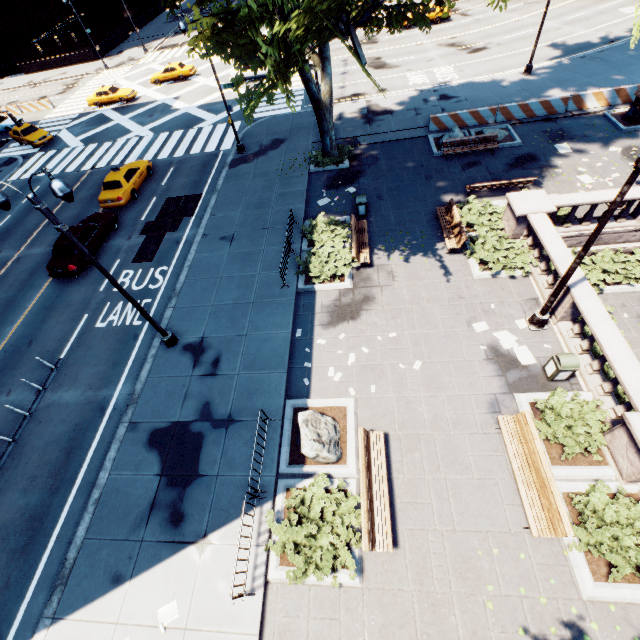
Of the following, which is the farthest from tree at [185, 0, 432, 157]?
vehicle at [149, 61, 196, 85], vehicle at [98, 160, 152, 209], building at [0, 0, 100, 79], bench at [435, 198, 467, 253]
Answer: building at [0, 0, 100, 79]

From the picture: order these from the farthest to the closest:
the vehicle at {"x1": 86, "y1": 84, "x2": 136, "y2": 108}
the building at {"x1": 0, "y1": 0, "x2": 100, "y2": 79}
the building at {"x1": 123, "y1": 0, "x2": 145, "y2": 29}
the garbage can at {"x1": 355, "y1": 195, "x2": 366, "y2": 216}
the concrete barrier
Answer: the building at {"x1": 123, "y1": 0, "x2": 145, "y2": 29} → the building at {"x1": 0, "y1": 0, "x2": 100, "y2": 79} → the vehicle at {"x1": 86, "y1": 84, "x2": 136, "y2": 108} → the concrete barrier → the garbage can at {"x1": 355, "y1": 195, "x2": 366, "y2": 216}

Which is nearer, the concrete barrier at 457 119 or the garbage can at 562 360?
the garbage can at 562 360

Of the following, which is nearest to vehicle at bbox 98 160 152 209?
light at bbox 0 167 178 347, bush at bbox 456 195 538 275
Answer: light at bbox 0 167 178 347

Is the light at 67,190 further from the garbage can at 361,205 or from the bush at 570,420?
the bush at 570,420

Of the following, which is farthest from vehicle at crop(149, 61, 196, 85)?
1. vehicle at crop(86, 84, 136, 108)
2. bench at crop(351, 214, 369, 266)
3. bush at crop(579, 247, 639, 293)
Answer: bush at crop(579, 247, 639, 293)

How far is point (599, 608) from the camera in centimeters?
718cm

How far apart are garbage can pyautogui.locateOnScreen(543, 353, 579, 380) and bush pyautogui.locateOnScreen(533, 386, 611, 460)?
0.3 meters
